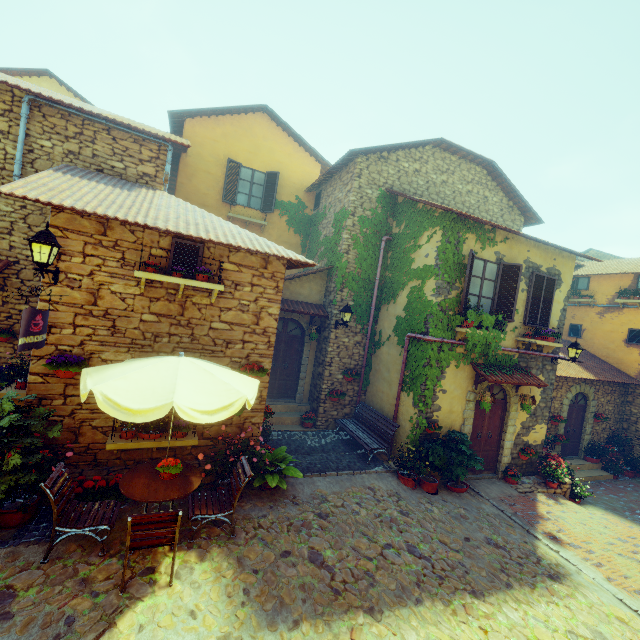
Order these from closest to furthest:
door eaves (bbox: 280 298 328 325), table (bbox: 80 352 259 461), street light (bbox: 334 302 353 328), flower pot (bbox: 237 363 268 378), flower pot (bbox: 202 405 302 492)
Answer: table (bbox: 80 352 259 461) → flower pot (bbox: 202 405 302 492) → flower pot (bbox: 237 363 268 378) → street light (bbox: 334 302 353 328) → door eaves (bbox: 280 298 328 325)

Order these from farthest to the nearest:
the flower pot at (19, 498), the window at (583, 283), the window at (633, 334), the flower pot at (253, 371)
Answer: the window at (583, 283) → the window at (633, 334) → the flower pot at (253, 371) → the flower pot at (19, 498)

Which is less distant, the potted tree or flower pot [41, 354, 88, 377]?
flower pot [41, 354, 88, 377]

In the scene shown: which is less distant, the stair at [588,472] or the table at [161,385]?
the table at [161,385]

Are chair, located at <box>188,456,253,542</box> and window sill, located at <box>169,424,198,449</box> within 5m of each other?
yes

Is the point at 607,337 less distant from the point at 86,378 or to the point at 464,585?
the point at 464,585

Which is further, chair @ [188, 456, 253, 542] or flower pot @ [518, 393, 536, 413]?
flower pot @ [518, 393, 536, 413]

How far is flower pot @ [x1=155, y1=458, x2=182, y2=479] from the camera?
5.1 meters
